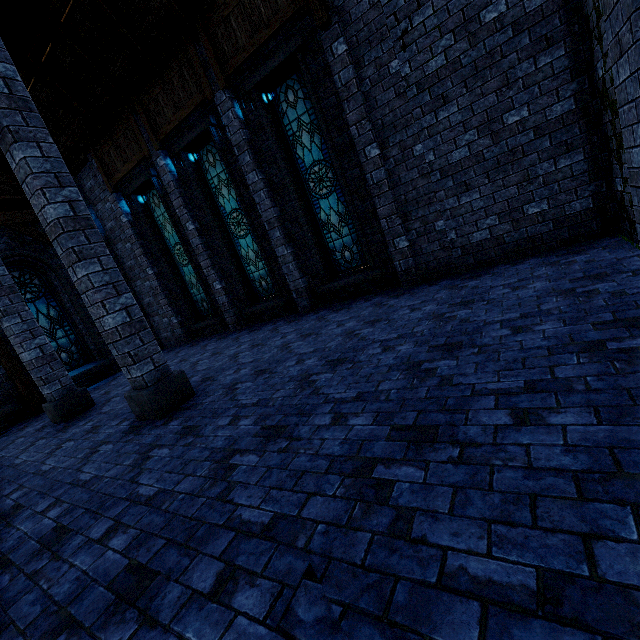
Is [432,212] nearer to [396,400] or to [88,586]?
[396,400]

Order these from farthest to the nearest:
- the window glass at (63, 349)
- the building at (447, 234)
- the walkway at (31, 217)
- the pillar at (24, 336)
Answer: the window glass at (63, 349)
the walkway at (31, 217)
the pillar at (24, 336)
the building at (447, 234)

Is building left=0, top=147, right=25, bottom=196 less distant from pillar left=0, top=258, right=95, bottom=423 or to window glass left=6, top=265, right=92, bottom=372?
pillar left=0, top=258, right=95, bottom=423

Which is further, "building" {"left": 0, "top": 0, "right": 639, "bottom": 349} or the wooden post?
the wooden post

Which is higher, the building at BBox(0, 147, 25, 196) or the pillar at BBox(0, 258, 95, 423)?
the building at BBox(0, 147, 25, 196)

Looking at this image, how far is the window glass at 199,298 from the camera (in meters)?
10.86

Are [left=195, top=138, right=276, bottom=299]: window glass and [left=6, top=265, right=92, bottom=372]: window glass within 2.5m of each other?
no

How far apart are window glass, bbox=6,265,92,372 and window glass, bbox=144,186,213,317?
3.9 meters
